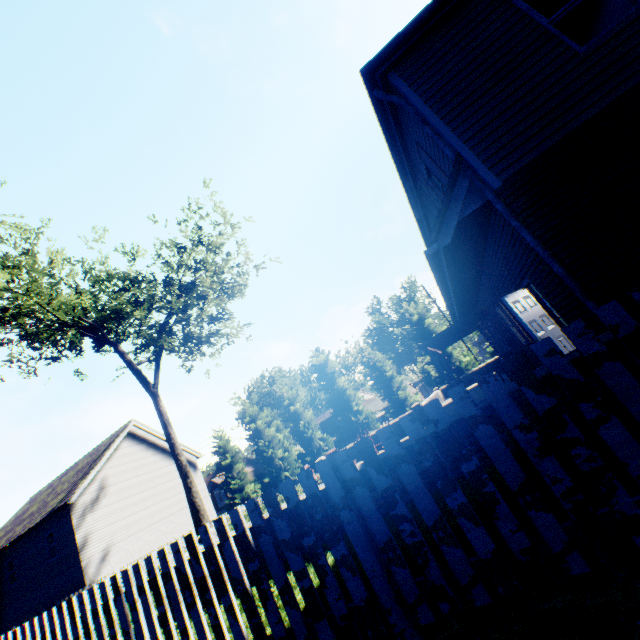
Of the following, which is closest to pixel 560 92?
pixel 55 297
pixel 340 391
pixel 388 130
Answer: pixel 388 130

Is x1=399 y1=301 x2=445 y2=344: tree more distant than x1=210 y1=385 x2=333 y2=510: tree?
No

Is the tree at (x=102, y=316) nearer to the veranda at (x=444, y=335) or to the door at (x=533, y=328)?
the veranda at (x=444, y=335)

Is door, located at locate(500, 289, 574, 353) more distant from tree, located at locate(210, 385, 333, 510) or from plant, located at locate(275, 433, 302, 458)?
plant, located at locate(275, 433, 302, 458)

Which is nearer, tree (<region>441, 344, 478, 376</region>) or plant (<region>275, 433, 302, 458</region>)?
tree (<region>441, 344, 478, 376</region>)

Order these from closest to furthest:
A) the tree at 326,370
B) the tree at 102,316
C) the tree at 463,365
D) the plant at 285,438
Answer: the tree at 102,316, the tree at 463,365, the tree at 326,370, the plant at 285,438

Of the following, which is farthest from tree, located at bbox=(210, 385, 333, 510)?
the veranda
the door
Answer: the door
